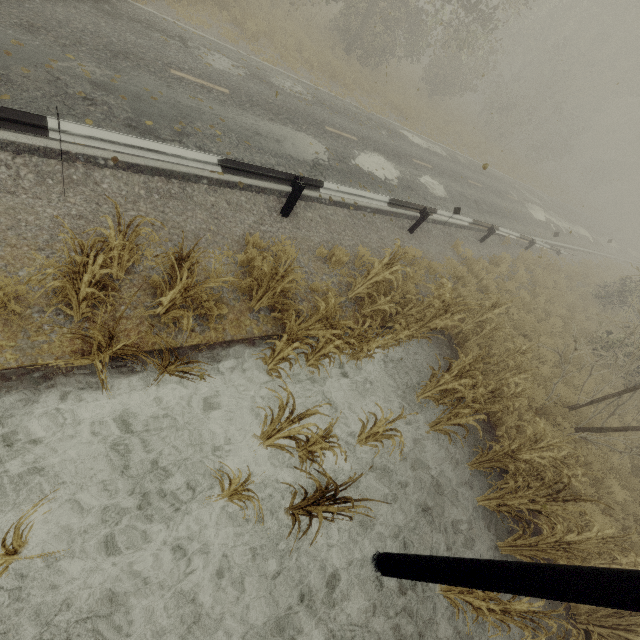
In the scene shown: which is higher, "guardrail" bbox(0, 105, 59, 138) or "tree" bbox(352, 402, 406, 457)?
"guardrail" bbox(0, 105, 59, 138)

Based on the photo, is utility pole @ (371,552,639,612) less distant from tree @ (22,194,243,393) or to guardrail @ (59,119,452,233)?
tree @ (22,194,243,393)

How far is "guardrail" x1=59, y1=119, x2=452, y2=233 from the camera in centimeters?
484cm

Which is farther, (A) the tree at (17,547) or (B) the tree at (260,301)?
(B) the tree at (260,301)

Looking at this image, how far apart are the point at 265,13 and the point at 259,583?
21.1m

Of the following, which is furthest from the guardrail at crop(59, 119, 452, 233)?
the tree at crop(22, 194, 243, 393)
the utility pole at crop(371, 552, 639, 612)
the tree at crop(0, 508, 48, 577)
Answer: the utility pole at crop(371, 552, 639, 612)

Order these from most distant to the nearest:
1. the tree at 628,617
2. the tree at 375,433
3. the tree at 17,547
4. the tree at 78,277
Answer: the tree at 375,433
the tree at 628,617
the tree at 78,277
the tree at 17,547

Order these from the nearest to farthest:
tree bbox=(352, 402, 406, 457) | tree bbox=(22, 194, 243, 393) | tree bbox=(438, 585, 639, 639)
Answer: tree bbox=(22, 194, 243, 393), tree bbox=(438, 585, 639, 639), tree bbox=(352, 402, 406, 457)
